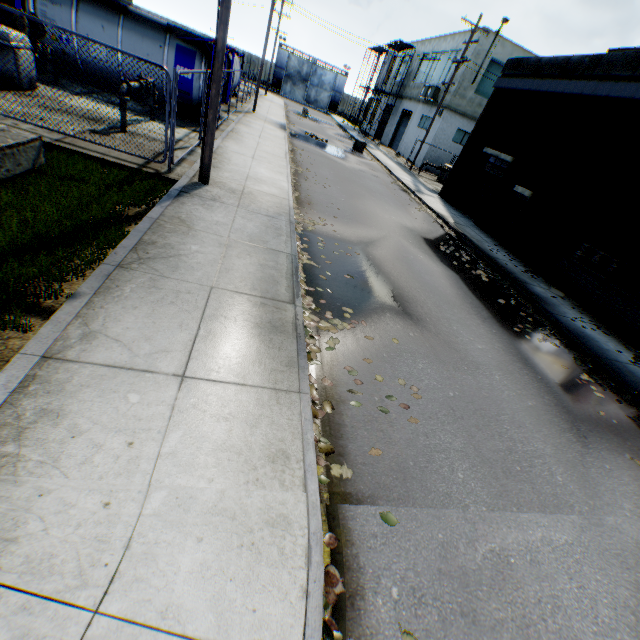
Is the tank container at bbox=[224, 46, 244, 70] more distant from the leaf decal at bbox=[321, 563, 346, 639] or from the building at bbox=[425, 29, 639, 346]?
the leaf decal at bbox=[321, 563, 346, 639]

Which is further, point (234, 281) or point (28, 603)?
point (234, 281)

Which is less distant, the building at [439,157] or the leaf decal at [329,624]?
the leaf decal at [329,624]

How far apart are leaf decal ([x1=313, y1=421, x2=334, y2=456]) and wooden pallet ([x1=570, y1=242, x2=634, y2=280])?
11.9m

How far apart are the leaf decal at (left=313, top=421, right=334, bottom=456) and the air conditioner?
31.6m

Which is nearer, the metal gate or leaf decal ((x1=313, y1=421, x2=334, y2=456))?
leaf decal ((x1=313, y1=421, x2=334, y2=456))

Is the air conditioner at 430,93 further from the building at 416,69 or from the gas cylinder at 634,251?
the gas cylinder at 634,251

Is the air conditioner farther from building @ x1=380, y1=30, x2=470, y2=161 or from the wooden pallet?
the wooden pallet
